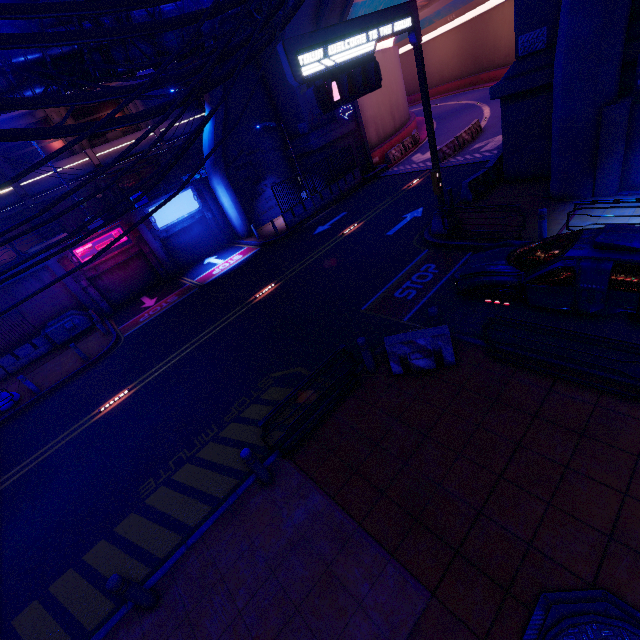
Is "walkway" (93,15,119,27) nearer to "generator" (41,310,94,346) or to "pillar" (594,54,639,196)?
"generator" (41,310,94,346)

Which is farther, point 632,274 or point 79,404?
point 79,404

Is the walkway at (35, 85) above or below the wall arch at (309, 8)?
Result: above

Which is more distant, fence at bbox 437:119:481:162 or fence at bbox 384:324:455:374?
fence at bbox 437:119:481:162

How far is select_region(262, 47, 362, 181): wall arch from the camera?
21.3 meters

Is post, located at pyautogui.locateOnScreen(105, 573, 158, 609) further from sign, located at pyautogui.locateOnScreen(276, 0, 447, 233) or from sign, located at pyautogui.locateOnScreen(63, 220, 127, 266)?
sign, located at pyautogui.locateOnScreen(63, 220, 127, 266)

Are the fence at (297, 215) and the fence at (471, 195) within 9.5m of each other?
no

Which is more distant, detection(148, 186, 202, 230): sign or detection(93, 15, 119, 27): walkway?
detection(148, 186, 202, 230): sign
